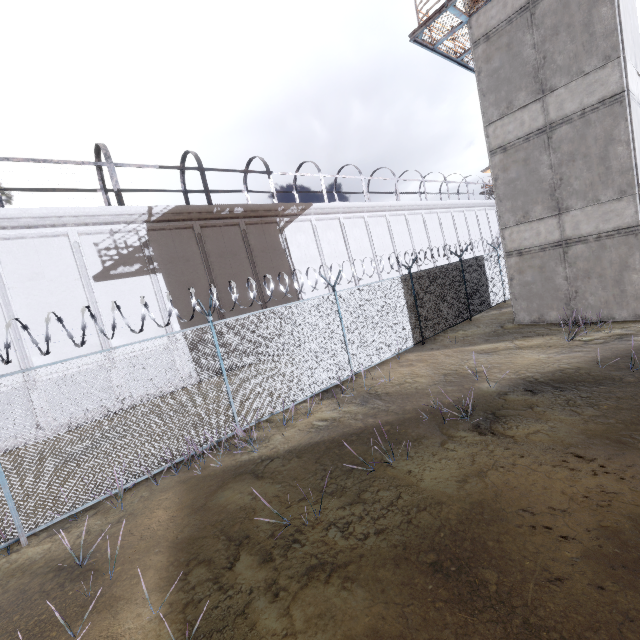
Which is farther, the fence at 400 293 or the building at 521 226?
the building at 521 226

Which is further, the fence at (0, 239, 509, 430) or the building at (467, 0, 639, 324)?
the building at (467, 0, 639, 324)

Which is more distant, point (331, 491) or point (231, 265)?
point (231, 265)
